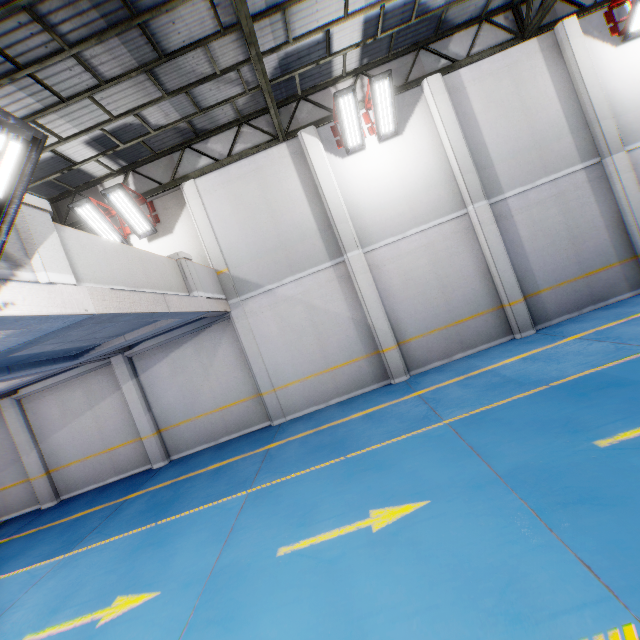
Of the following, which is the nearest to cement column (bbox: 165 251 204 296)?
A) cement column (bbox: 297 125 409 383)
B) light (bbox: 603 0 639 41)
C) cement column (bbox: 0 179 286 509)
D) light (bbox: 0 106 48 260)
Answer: cement column (bbox: 0 179 286 509)

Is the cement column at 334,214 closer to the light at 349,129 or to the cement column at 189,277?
the light at 349,129

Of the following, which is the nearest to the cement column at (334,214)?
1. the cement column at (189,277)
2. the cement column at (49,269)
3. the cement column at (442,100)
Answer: the cement column at (442,100)

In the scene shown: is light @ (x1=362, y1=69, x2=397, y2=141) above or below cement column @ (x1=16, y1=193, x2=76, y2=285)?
above

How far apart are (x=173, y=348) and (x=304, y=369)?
4.29m

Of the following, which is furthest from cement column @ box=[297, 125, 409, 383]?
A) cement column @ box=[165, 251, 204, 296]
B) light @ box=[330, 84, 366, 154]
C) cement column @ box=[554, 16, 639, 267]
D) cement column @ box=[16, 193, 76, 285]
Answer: cement column @ box=[554, 16, 639, 267]

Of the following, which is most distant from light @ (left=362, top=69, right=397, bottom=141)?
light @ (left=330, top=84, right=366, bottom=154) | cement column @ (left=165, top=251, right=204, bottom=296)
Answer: cement column @ (left=165, top=251, right=204, bottom=296)

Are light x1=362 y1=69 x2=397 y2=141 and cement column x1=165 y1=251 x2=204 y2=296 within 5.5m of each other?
no
